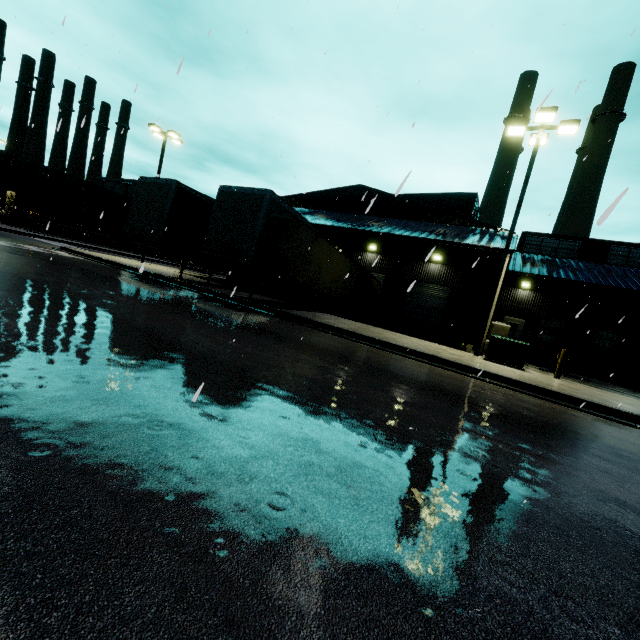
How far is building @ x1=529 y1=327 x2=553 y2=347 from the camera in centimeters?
2538cm

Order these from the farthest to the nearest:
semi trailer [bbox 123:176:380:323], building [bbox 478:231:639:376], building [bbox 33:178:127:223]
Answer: building [bbox 33:178:127:223]
building [bbox 478:231:639:376]
semi trailer [bbox 123:176:380:323]

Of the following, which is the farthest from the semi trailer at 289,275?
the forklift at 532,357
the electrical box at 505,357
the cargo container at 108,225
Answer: the electrical box at 505,357

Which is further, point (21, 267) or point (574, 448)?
point (21, 267)

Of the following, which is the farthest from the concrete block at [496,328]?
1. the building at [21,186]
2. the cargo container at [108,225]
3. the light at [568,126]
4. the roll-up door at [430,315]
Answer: the cargo container at [108,225]

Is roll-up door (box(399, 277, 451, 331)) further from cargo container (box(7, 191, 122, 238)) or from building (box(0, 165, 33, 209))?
cargo container (box(7, 191, 122, 238))

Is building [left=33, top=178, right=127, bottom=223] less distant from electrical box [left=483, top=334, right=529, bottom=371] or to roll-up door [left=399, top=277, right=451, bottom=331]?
roll-up door [left=399, top=277, right=451, bottom=331]

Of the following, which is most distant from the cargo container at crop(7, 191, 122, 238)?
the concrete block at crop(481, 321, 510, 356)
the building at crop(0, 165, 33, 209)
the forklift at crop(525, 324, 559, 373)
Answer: the forklift at crop(525, 324, 559, 373)
